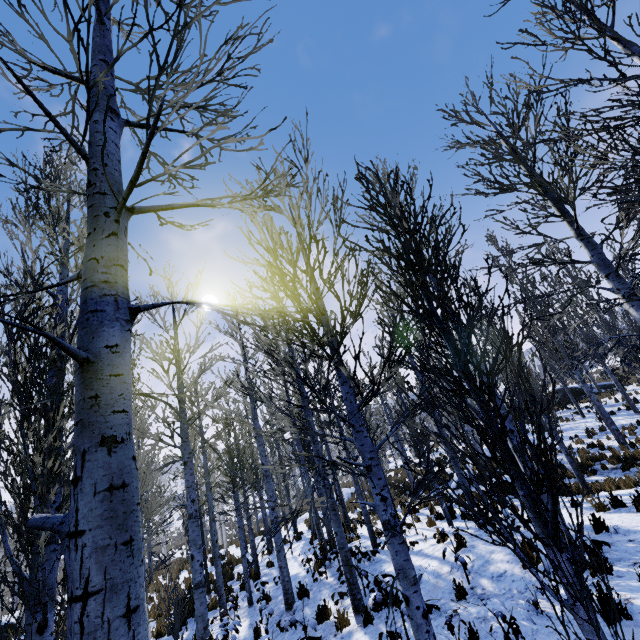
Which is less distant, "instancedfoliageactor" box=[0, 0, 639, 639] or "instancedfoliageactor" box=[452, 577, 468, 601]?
"instancedfoliageactor" box=[0, 0, 639, 639]

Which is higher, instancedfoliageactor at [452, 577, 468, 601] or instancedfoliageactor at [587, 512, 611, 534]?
instancedfoliageactor at [587, 512, 611, 534]

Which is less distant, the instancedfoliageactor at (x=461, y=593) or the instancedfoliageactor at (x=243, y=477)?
the instancedfoliageactor at (x=243, y=477)

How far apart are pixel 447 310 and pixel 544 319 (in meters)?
0.58

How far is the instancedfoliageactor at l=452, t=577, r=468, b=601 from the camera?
6.0m
